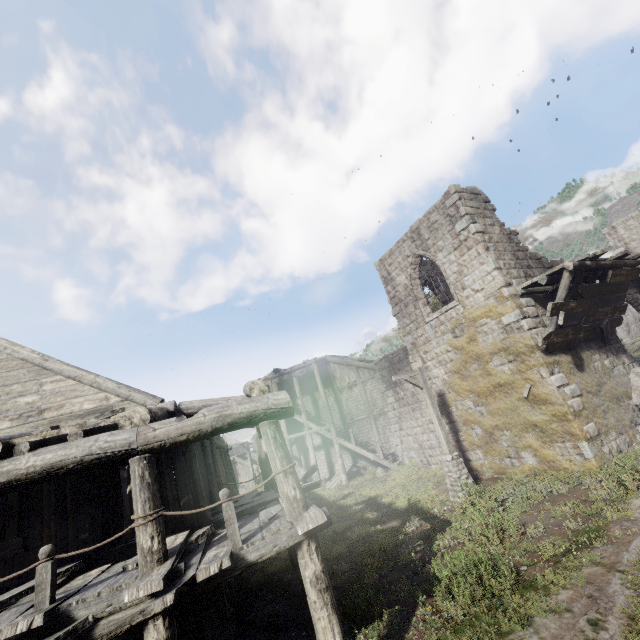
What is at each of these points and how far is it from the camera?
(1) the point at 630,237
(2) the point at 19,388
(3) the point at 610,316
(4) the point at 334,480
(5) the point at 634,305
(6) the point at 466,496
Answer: (1) building, 26.8m
(2) building, 7.9m
(3) wooden plank rubble, 12.8m
(4) wooden plank rubble, 25.5m
(5) building, 23.0m
(6) wooden lamp post, 11.3m

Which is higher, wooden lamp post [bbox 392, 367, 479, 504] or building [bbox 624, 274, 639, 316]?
building [bbox 624, 274, 639, 316]

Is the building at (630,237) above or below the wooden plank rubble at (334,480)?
above

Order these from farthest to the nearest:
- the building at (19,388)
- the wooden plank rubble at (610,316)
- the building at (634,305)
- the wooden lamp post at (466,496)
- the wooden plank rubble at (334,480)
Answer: the wooden plank rubble at (334,480)
the building at (634,305)
the wooden lamp post at (466,496)
the wooden plank rubble at (610,316)
the building at (19,388)

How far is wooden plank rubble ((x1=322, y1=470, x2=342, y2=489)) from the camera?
24.1m

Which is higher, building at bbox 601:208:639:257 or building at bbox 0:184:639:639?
building at bbox 601:208:639:257

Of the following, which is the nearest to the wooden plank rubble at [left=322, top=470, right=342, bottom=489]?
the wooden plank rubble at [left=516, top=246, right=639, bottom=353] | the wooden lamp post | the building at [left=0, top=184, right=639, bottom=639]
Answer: the building at [left=0, top=184, right=639, bottom=639]

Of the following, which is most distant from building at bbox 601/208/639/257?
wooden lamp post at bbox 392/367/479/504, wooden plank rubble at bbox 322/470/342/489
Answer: wooden lamp post at bbox 392/367/479/504
